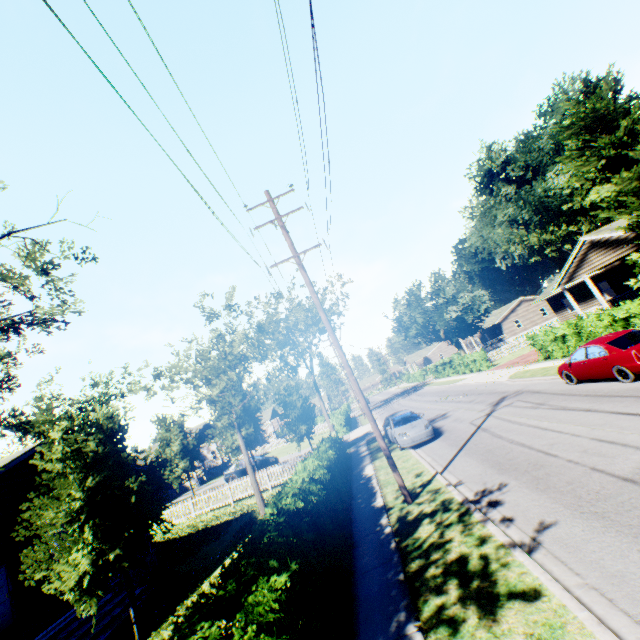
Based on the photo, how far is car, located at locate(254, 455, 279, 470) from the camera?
28.39m

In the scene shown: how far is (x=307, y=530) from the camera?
6.1m

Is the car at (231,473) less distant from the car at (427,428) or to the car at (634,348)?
the car at (427,428)

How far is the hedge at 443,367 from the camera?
35.2m

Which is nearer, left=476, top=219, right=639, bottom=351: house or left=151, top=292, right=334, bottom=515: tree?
left=151, top=292, right=334, bottom=515: tree

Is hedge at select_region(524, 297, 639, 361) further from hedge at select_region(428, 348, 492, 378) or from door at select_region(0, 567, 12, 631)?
door at select_region(0, 567, 12, 631)

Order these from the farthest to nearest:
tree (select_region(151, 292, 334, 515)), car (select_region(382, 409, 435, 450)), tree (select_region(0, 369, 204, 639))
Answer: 1. car (select_region(382, 409, 435, 450))
2. tree (select_region(151, 292, 334, 515))
3. tree (select_region(0, 369, 204, 639))

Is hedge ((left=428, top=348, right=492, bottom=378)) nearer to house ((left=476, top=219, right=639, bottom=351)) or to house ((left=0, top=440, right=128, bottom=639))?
house ((left=476, top=219, right=639, bottom=351))
